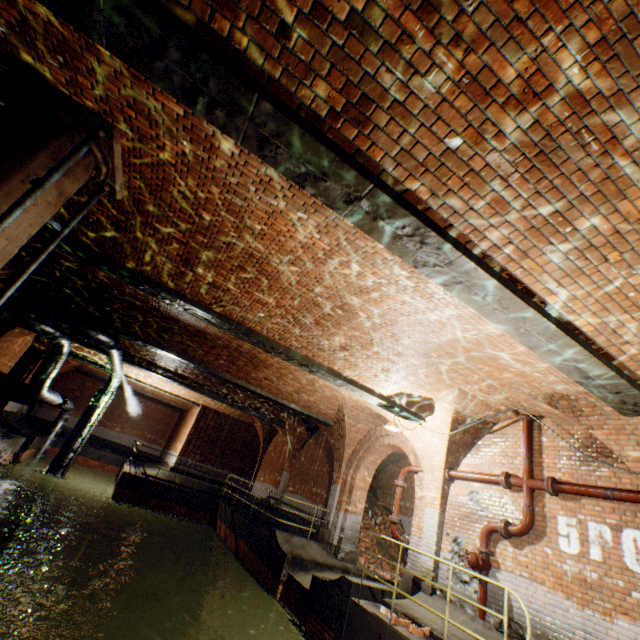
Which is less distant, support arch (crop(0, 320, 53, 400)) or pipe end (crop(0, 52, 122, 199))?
pipe end (crop(0, 52, 122, 199))

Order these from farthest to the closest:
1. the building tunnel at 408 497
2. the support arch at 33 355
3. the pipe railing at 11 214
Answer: the building tunnel at 408 497 → the support arch at 33 355 → the pipe railing at 11 214

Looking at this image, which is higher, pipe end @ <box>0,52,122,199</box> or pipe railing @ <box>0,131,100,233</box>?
pipe end @ <box>0,52,122,199</box>

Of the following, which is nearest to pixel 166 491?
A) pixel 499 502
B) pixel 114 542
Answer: pixel 114 542

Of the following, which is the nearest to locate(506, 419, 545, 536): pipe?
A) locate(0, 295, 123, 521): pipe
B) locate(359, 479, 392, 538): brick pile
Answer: locate(359, 479, 392, 538): brick pile

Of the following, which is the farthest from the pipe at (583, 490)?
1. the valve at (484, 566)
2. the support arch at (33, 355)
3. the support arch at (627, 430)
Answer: the support arch at (33, 355)

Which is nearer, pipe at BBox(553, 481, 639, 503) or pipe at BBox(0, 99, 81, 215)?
pipe at BBox(0, 99, 81, 215)

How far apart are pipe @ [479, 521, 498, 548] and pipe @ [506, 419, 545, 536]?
0.1m
